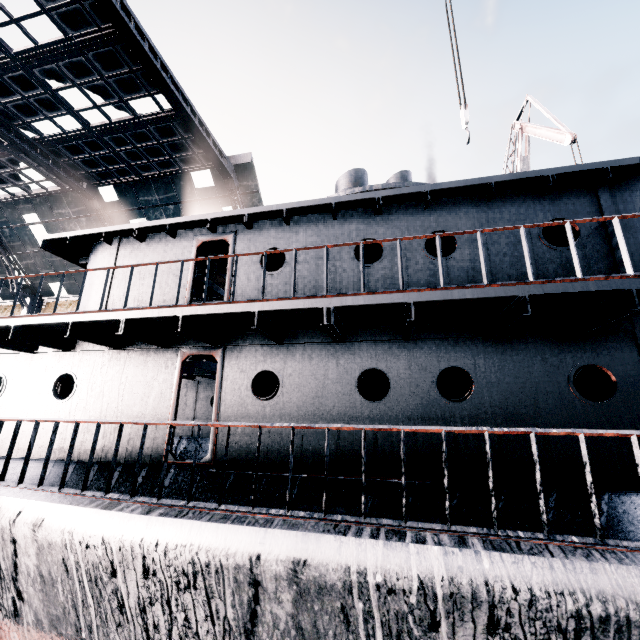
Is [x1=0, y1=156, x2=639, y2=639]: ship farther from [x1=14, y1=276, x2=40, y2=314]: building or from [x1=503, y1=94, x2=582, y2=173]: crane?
[x1=14, y1=276, x2=40, y2=314]: building

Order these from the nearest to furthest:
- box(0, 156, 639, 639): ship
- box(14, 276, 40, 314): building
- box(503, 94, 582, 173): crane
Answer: box(0, 156, 639, 639): ship
box(503, 94, 582, 173): crane
box(14, 276, 40, 314): building

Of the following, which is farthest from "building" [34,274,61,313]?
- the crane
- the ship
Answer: the crane

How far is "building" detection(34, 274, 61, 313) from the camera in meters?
31.6

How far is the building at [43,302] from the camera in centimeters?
3159cm

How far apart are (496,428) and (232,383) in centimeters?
555cm
